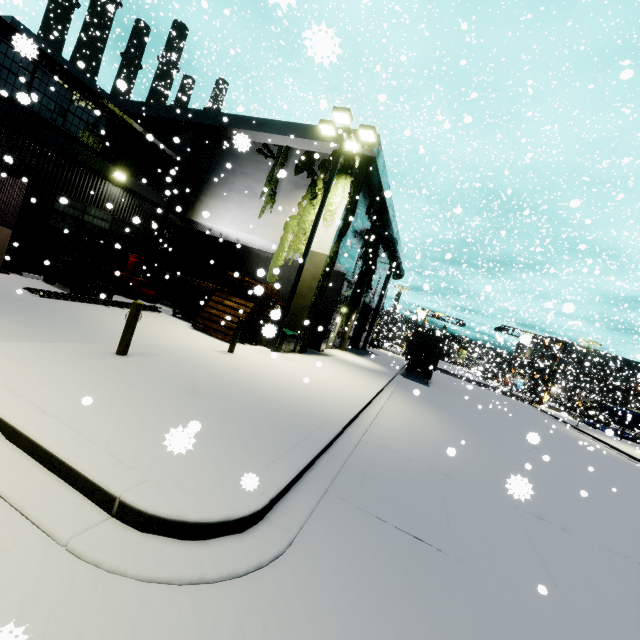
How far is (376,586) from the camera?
3.24m

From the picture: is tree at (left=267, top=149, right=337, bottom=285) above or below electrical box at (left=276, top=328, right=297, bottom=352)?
above

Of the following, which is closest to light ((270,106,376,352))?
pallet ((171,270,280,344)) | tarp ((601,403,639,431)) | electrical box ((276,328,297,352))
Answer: electrical box ((276,328,297,352))

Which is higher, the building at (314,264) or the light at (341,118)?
the light at (341,118)

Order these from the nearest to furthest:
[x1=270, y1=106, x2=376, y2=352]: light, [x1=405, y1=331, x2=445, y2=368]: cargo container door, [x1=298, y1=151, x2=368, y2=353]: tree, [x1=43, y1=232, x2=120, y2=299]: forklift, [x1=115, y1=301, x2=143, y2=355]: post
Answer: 1. [x1=115, y1=301, x2=143, y2=355]: post
2. [x1=43, y1=232, x2=120, y2=299]: forklift
3. [x1=270, y1=106, x2=376, y2=352]: light
4. [x1=298, y1=151, x2=368, y2=353]: tree
5. [x1=405, y1=331, x2=445, y2=368]: cargo container door

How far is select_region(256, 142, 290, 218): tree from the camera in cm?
1669

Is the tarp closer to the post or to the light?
the light

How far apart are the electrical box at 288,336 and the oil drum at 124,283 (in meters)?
6.30
